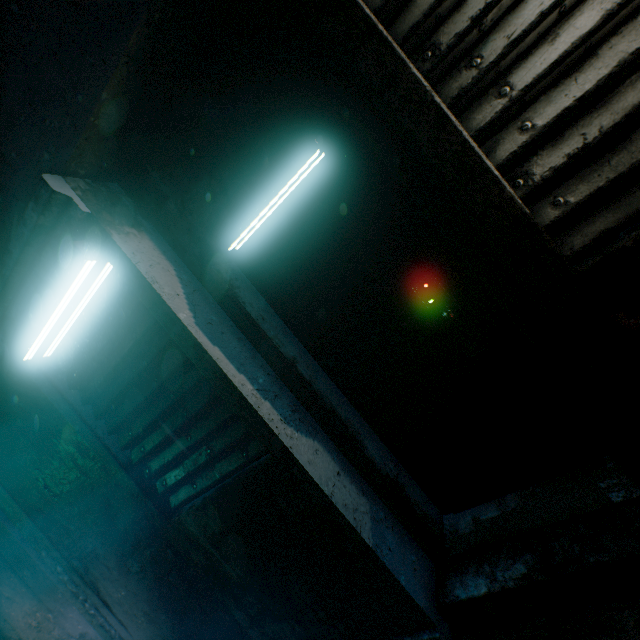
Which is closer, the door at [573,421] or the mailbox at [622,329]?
the mailbox at [622,329]

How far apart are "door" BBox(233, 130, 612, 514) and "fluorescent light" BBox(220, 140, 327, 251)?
0.14m

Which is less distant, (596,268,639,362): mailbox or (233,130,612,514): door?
(596,268,639,362): mailbox

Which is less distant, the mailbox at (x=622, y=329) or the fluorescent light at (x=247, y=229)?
the mailbox at (x=622, y=329)

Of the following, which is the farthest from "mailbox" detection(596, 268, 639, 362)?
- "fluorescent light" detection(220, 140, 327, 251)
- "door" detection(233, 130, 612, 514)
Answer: "fluorescent light" detection(220, 140, 327, 251)

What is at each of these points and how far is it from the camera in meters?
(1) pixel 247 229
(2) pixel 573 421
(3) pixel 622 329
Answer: (1) fluorescent light, 1.6
(2) door, 1.6
(3) mailbox, 0.9

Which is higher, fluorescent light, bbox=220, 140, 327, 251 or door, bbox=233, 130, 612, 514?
fluorescent light, bbox=220, 140, 327, 251
